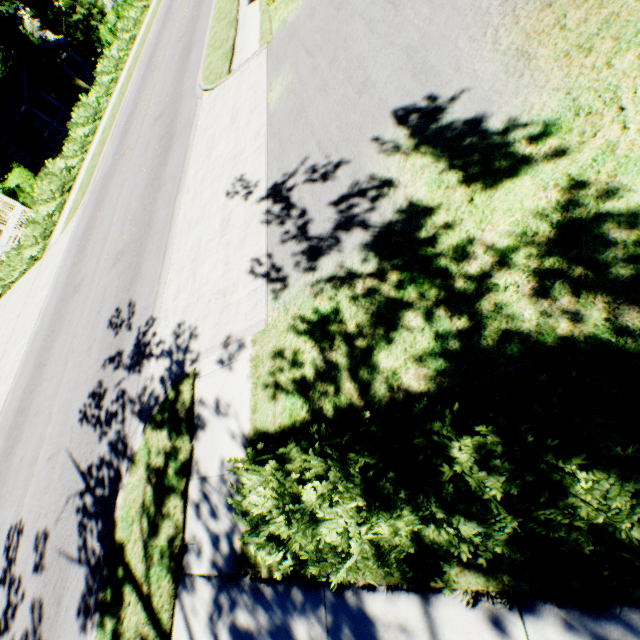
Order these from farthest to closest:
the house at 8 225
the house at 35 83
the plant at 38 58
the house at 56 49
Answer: the house at 56 49, the house at 35 83, the house at 8 225, the plant at 38 58

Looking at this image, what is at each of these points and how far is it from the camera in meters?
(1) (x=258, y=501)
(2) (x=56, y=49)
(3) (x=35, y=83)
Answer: (1) hedge, 3.4
(2) house, 35.4
(3) house, 33.2

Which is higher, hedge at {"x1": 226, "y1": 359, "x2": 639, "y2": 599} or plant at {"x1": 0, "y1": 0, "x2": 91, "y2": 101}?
plant at {"x1": 0, "y1": 0, "x2": 91, "y2": 101}

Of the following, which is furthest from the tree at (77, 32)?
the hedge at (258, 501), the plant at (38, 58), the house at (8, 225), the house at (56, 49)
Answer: the hedge at (258, 501)

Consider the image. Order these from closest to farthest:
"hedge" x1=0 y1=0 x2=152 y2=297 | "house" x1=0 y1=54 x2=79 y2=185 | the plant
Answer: "hedge" x1=0 y1=0 x2=152 y2=297 → the plant → "house" x1=0 y1=54 x2=79 y2=185

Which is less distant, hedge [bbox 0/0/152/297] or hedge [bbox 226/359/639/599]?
hedge [bbox 226/359/639/599]

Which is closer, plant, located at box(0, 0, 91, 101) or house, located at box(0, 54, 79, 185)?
plant, located at box(0, 0, 91, 101)

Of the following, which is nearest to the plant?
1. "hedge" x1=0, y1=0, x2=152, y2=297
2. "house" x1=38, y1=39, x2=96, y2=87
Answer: "hedge" x1=0, y1=0, x2=152, y2=297
